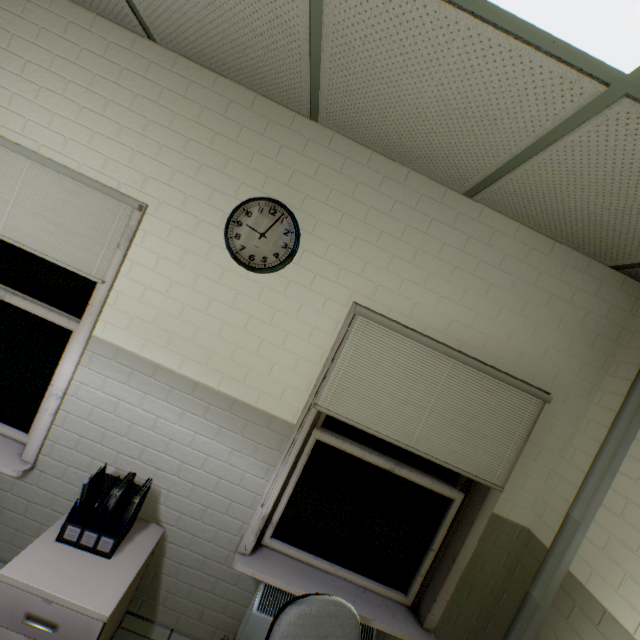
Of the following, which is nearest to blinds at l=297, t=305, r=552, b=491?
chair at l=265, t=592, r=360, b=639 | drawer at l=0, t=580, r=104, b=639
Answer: chair at l=265, t=592, r=360, b=639

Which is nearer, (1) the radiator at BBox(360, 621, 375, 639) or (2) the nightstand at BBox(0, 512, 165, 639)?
(2) the nightstand at BBox(0, 512, 165, 639)

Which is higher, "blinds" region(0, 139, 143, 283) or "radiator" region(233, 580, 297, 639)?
"blinds" region(0, 139, 143, 283)

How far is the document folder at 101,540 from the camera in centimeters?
163cm

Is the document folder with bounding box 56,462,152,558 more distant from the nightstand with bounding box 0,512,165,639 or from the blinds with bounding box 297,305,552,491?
the blinds with bounding box 297,305,552,491

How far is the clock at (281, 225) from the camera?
1.8m

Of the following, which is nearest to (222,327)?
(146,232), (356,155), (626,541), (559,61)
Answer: (146,232)

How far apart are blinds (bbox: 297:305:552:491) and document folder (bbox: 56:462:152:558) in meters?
1.0 m
